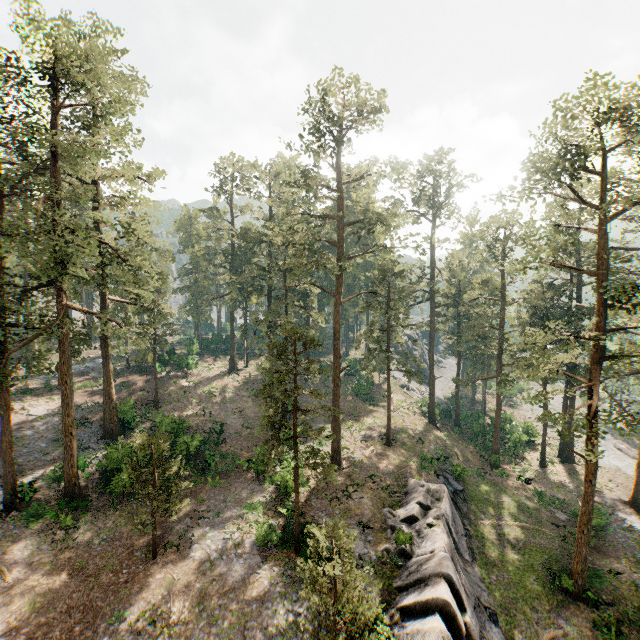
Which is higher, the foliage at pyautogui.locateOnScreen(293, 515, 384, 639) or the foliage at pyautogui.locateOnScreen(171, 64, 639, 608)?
the foliage at pyautogui.locateOnScreen(171, 64, 639, 608)

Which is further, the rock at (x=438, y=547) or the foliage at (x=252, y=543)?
the foliage at (x=252, y=543)

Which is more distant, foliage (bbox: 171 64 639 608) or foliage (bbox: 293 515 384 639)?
foliage (bbox: 171 64 639 608)

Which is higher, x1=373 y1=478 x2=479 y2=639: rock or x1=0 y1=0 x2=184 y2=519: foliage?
x1=0 y1=0 x2=184 y2=519: foliage

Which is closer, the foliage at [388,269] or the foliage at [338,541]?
the foliage at [338,541]

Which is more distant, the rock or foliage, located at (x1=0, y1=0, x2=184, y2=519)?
foliage, located at (x1=0, y1=0, x2=184, y2=519)

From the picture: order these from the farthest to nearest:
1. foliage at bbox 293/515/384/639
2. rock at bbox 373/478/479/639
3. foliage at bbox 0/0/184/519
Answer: foliage at bbox 0/0/184/519 → rock at bbox 373/478/479/639 → foliage at bbox 293/515/384/639

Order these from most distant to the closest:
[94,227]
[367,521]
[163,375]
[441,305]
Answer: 1. [163,375]
2. [441,305]
3. [94,227]
4. [367,521]
